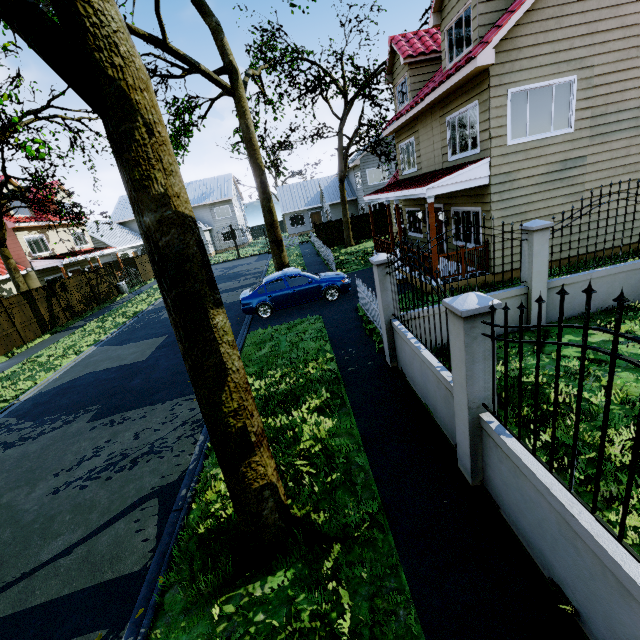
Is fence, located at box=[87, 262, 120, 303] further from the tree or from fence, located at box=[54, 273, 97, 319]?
the tree

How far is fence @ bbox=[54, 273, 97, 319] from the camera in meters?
19.3

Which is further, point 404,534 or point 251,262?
point 251,262

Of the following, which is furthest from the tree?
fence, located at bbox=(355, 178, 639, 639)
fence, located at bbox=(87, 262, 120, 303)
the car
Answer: the car

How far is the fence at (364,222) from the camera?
26.16m

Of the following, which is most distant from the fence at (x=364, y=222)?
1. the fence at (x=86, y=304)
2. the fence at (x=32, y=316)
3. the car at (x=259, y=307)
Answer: the fence at (x=86, y=304)

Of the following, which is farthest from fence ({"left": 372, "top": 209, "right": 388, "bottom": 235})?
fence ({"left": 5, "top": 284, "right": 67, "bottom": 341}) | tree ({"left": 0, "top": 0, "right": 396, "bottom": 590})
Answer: tree ({"left": 0, "top": 0, "right": 396, "bottom": 590})

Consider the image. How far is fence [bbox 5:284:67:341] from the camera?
16.06m
